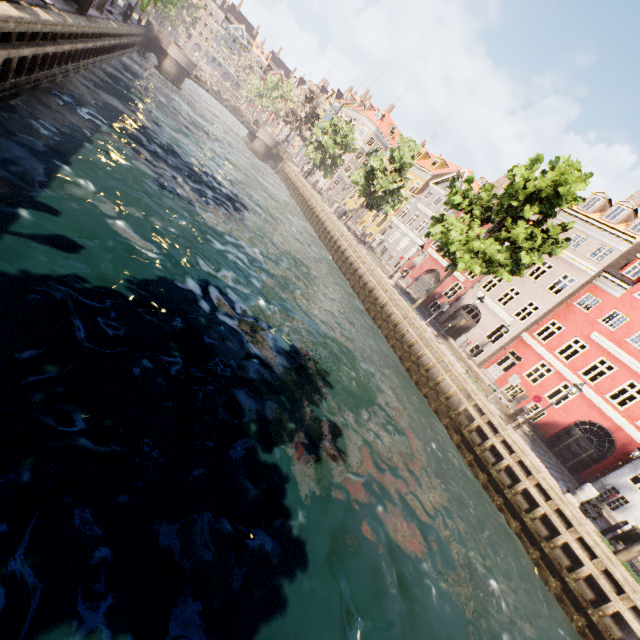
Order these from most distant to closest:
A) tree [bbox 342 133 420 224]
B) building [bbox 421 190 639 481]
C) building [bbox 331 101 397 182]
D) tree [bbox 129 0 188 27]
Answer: building [bbox 331 101 397 182] → tree [bbox 342 133 420 224] → building [bbox 421 190 639 481] → tree [bbox 129 0 188 27]

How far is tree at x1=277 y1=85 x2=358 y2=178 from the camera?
39.06m

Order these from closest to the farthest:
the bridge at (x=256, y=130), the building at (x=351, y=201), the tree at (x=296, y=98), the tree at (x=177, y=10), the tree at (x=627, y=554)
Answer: the tree at (x=627, y=554)
the tree at (x=177, y=10)
the bridge at (x=256, y=130)
the tree at (x=296, y=98)
the building at (x=351, y=201)

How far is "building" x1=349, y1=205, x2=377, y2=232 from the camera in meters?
43.8 m

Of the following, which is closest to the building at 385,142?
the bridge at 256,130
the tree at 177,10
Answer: the tree at 177,10

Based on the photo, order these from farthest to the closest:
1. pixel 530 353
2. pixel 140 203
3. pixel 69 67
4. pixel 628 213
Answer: pixel 530 353
pixel 628 213
pixel 69 67
pixel 140 203

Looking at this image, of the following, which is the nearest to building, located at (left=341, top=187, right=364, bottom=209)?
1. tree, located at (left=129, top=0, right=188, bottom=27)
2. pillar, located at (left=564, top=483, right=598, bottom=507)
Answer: tree, located at (left=129, top=0, right=188, bottom=27)
